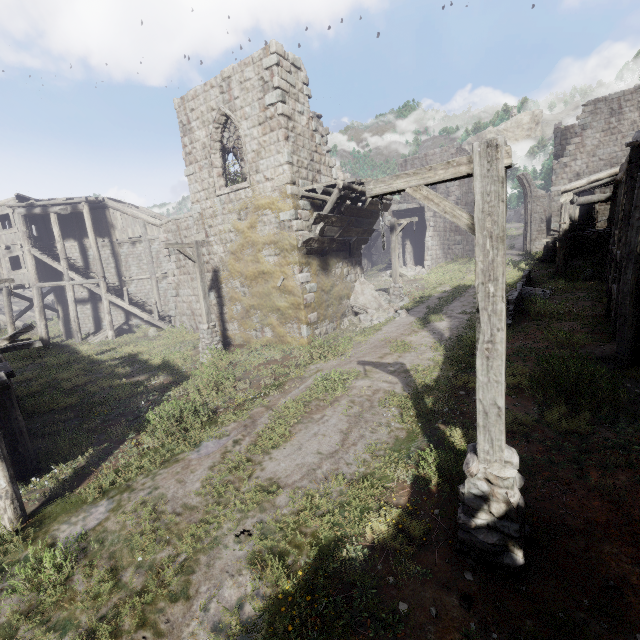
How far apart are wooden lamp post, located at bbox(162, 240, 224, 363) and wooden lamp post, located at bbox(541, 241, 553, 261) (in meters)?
23.41

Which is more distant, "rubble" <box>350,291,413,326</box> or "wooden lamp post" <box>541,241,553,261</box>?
"wooden lamp post" <box>541,241,553,261</box>

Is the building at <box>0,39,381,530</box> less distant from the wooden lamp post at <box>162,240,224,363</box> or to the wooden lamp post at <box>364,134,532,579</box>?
the wooden lamp post at <box>162,240,224,363</box>

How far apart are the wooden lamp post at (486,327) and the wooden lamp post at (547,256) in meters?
23.9 m

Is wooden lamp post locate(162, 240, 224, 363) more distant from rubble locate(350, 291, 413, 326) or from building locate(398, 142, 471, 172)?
rubble locate(350, 291, 413, 326)

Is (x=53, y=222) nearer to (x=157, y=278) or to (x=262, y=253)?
(x=157, y=278)

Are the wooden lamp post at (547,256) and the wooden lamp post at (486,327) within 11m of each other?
no
